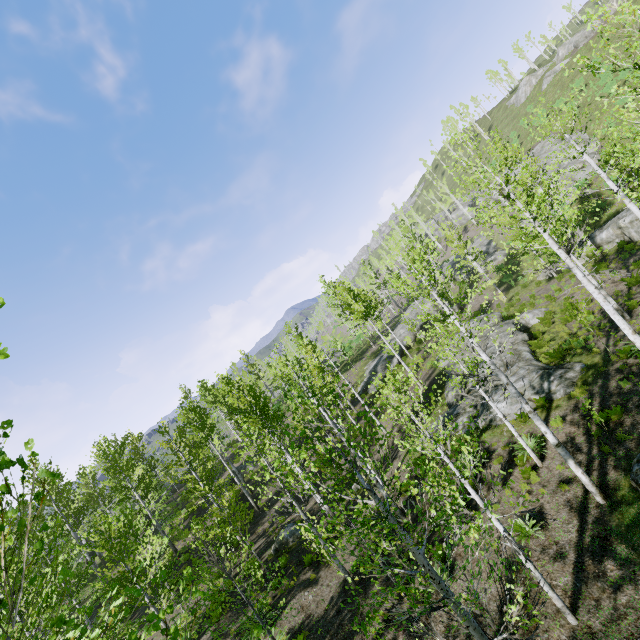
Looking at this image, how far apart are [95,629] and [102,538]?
5.8 meters

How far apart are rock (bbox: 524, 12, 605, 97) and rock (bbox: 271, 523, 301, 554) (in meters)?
74.42

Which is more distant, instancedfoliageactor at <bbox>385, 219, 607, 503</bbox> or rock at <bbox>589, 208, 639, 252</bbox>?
A: rock at <bbox>589, 208, 639, 252</bbox>

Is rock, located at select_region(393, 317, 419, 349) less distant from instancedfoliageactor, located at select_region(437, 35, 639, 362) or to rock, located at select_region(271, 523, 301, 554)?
instancedfoliageactor, located at select_region(437, 35, 639, 362)

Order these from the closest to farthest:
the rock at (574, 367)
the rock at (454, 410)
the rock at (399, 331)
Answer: the rock at (574, 367) < the rock at (454, 410) < the rock at (399, 331)

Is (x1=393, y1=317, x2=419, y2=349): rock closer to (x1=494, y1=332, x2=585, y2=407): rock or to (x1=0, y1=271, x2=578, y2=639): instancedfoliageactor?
(x1=0, y1=271, x2=578, y2=639): instancedfoliageactor

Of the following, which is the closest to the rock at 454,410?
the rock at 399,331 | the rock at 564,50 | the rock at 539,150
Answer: the rock at 399,331

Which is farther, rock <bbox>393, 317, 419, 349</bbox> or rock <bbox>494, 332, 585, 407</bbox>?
rock <bbox>393, 317, 419, 349</bbox>
